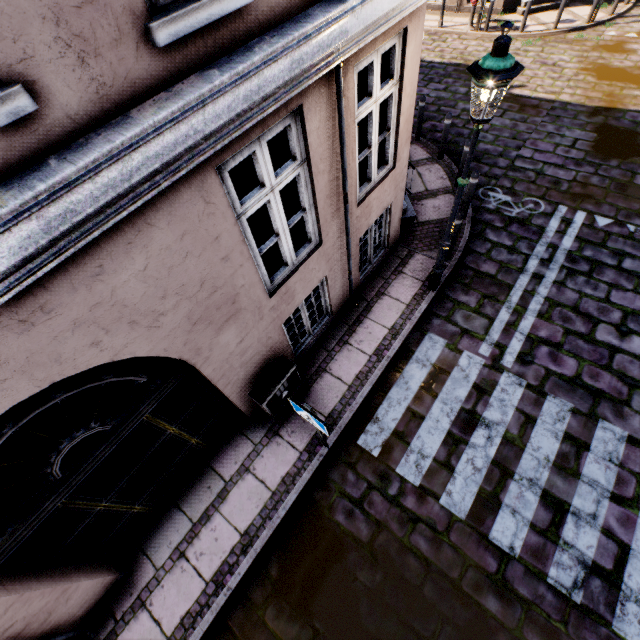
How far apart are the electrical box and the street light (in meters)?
3.07

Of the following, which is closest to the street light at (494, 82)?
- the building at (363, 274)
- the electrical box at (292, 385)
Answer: the building at (363, 274)

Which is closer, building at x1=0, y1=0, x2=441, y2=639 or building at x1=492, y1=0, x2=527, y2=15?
building at x1=0, y1=0, x2=441, y2=639

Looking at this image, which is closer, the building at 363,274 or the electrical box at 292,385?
the building at 363,274

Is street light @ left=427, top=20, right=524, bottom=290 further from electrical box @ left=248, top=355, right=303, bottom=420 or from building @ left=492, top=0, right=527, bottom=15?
electrical box @ left=248, top=355, right=303, bottom=420

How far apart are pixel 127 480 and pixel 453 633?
4.28m
